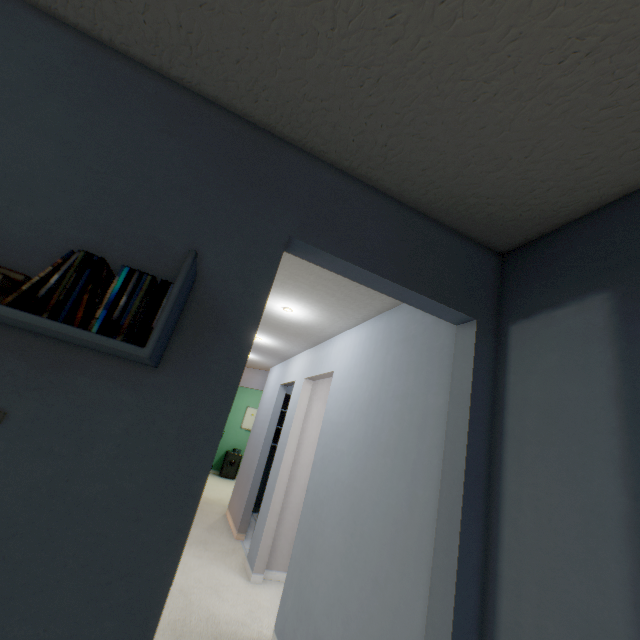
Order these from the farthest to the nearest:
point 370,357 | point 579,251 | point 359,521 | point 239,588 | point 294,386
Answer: point 294,386 < point 239,588 < point 370,357 < point 359,521 < point 579,251

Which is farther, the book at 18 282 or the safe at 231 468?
the safe at 231 468

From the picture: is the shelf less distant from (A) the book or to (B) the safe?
(A) the book

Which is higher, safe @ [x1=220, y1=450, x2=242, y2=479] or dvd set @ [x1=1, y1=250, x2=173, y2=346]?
dvd set @ [x1=1, y1=250, x2=173, y2=346]

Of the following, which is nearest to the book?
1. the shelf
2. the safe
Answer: the shelf

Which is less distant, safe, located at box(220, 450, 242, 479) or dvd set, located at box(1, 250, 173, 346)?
dvd set, located at box(1, 250, 173, 346)

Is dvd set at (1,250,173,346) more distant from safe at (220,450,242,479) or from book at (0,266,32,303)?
safe at (220,450,242,479)

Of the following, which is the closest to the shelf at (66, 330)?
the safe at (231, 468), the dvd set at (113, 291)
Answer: the dvd set at (113, 291)
